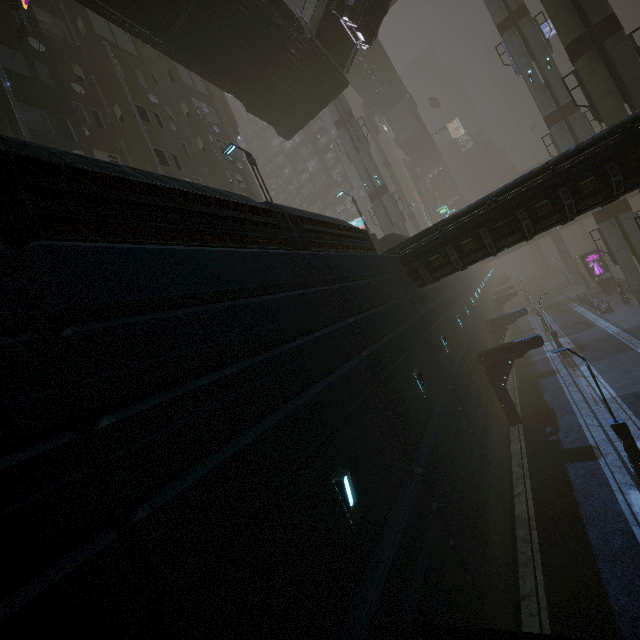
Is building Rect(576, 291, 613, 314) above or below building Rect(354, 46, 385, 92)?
below

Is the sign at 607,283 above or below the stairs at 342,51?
below

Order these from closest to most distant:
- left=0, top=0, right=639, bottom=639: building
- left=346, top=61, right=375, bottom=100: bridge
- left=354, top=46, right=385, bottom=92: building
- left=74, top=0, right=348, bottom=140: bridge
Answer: left=0, top=0, right=639, bottom=639: building < left=74, top=0, right=348, bottom=140: bridge < left=354, top=46, right=385, bottom=92: building < left=346, top=61, right=375, bottom=100: bridge

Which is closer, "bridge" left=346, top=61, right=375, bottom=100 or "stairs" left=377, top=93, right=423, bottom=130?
"bridge" left=346, top=61, right=375, bottom=100

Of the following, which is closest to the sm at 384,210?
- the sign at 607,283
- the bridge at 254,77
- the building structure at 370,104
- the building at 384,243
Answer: the building structure at 370,104

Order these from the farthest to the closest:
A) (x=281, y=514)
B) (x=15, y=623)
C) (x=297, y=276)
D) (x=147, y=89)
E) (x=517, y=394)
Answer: (x=517, y=394) → (x=147, y=89) → (x=297, y=276) → (x=281, y=514) → (x=15, y=623)

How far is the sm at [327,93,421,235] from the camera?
34.1m

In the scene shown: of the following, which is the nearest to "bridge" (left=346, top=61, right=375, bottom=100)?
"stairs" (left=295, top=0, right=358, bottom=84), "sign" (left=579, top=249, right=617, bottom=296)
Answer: "stairs" (left=295, top=0, right=358, bottom=84)
